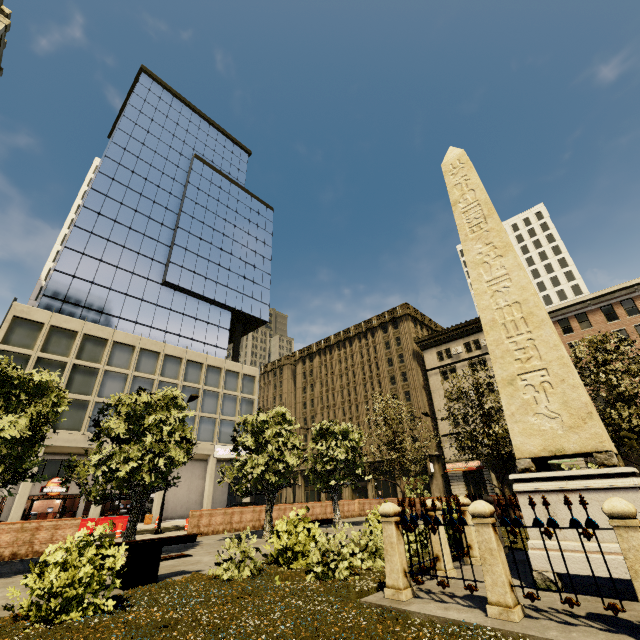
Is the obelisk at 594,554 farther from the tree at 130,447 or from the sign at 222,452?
the sign at 222,452

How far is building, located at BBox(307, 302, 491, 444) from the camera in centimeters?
4394cm

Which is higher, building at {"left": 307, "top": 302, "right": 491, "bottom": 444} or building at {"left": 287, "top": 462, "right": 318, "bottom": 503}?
building at {"left": 307, "top": 302, "right": 491, "bottom": 444}

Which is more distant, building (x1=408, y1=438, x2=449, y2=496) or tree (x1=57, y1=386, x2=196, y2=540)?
building (x1=408, y1=438, x2=449, y2=496)

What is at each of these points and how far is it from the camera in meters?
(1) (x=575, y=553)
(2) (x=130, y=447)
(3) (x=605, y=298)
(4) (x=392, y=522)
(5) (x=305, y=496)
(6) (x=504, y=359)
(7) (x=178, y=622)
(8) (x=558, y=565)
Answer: (1) obelisk, 5.3 m
(2) tree, 12.1 m
(3) building, 34.8 m
(4) fence, 5.8 m
(5) building, 55.7 m
(6) obelisk, 7.3 m
(7) plant, 4.7 m
(8) obelisk, 5.4 m

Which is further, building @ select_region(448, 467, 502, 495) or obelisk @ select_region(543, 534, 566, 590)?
building @ select_region(448, 467, 502, 495)

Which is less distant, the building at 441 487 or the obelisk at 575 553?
the obelisk at 575 553
